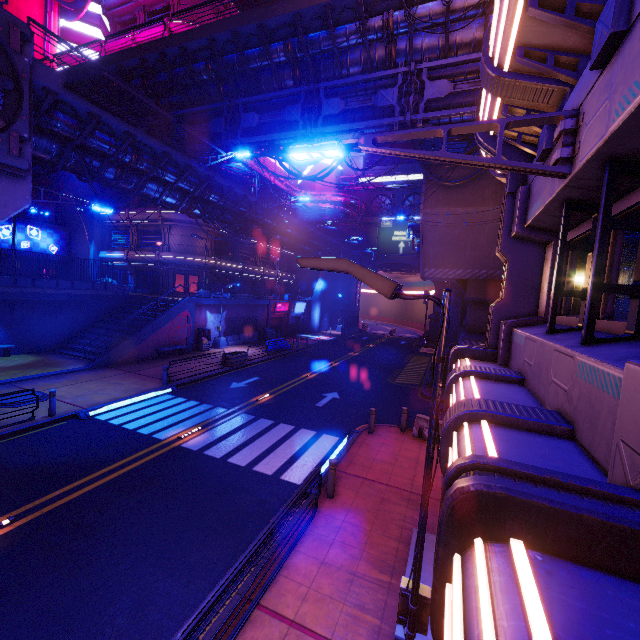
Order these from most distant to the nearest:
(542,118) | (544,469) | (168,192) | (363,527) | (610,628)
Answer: (168,192)
(363,527)
(542,118)
(544,469)
(610,628)

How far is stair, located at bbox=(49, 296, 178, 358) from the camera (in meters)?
23.14

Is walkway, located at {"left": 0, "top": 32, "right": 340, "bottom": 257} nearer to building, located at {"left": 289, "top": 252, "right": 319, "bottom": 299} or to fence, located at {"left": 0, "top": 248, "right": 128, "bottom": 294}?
fence, located at {"left": 0, "top": 248, "right": 128, "bottom": 294}

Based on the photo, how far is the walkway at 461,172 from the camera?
16.9m

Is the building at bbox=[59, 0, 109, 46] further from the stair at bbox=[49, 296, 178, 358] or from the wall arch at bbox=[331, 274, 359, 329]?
the wall arch at bbox=[331, 274, 359, 329]

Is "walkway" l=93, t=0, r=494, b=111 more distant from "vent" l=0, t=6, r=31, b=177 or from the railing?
the railing

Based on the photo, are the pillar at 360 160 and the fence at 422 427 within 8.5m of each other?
no

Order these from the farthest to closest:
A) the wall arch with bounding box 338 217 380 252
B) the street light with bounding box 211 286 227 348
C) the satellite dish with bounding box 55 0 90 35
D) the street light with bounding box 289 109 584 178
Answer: the wall arch with bounding box 338 217 380 252, the street light with bounding box 211 286 227 348, the satellite dish with bounding box 55 0 90 35, the street light with bounding box 289 109 584 178
